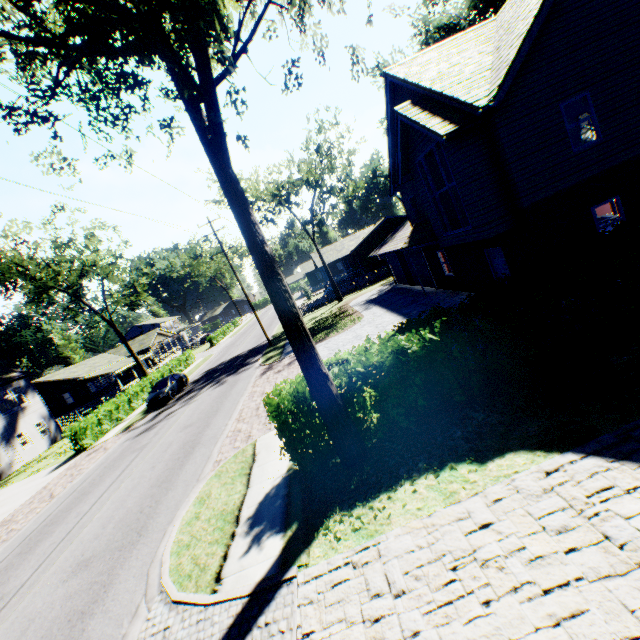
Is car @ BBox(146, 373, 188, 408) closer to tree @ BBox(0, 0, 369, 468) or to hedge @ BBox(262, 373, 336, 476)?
tree @ BBox(0, 0, 369, 468)

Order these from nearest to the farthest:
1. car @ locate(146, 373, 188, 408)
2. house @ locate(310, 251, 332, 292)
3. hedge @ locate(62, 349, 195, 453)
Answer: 1. hedge @ locate(62, 349, 195, 453)
2. car @ locate(146, 373, 188, 408)
3. house @ locate(310, 251, 332, 292)

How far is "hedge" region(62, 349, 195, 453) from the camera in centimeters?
2162cm

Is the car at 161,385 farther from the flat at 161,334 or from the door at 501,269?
the door at 501,269

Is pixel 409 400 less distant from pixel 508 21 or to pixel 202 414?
pixel 202 414

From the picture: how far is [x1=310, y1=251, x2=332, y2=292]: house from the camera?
42.5 meters

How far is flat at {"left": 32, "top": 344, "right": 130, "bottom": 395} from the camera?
42.7 meters

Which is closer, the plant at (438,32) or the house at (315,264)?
the plant at (438,32)
